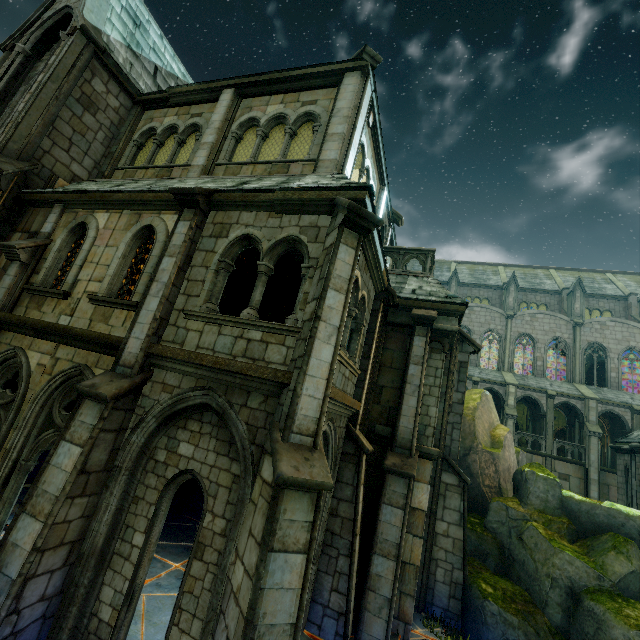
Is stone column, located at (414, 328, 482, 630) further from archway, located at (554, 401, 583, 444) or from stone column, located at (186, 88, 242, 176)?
archway, located at (554, 401, 583, 444)

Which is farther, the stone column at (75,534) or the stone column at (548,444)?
the stone column at (548,444)

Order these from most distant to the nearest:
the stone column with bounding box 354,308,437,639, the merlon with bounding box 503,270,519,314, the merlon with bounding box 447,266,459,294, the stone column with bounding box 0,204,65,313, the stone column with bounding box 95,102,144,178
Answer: the merlon with bounding box 447,266,459,294
the merlon with bounding box 503,270,519,314
the stone column with bounding box 95,102,144,178
the stone column with bounding box 0,204,65,313
the stone column with bounding box 354,308,437,639

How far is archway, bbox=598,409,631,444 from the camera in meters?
26.5

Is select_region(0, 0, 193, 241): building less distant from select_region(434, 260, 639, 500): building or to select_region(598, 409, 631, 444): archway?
select_region(434, 260, 639, 500): building

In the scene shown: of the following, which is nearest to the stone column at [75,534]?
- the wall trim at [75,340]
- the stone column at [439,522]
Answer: the wall trim at [75,340]

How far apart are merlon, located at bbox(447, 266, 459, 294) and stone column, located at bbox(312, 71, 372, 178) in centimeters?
3015cm

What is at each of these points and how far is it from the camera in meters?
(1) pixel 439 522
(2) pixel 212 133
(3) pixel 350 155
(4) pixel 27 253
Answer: (1) stone column, 9.5 m
(2) stone column, 9.9 m
(3) stone column, 8.5 m
(4) stone column, 8.1 m
